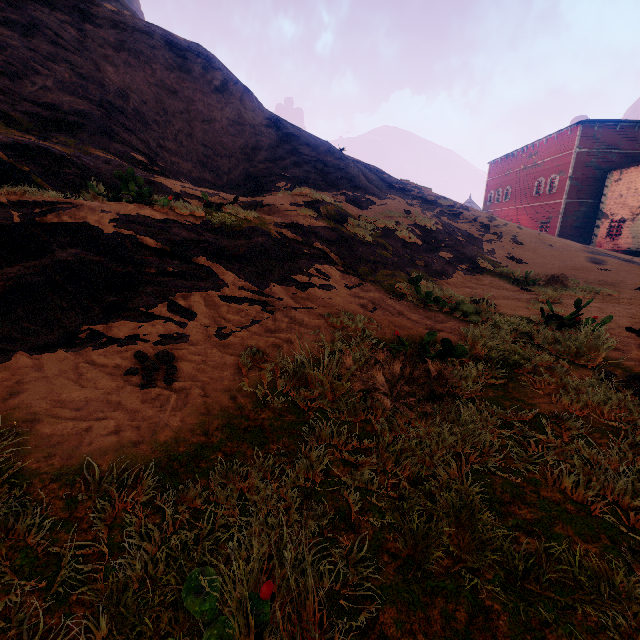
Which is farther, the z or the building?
the building

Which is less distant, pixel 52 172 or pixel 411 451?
pixel 411 451

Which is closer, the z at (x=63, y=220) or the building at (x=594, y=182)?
the z at (x=63, y=220)
